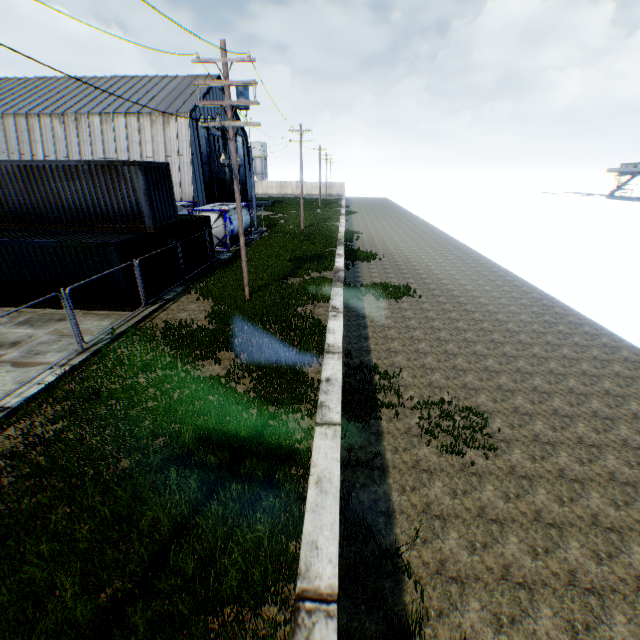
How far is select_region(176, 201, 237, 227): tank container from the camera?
24.3 meters

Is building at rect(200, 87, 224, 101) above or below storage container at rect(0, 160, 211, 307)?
above

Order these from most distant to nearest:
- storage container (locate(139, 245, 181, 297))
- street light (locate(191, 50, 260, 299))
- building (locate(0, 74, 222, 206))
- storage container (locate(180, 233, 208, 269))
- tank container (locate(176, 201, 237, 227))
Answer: building (locate(0, 74, 222, 206)) → tank container (locate(176, 201, 237, 227)) → storage container (locate(180, 233, 208, 269)) → storage container (locate(139, 245, 181, 297)) → street light (locate(191, 50, 260, 299))

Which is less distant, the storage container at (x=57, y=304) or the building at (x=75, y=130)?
the storage container at (x=57, y=304)

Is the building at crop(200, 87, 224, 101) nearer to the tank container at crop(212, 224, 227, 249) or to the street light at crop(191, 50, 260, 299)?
the tank container at crop(212, 224, 227, 249)

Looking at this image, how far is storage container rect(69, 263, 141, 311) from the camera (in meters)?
13.41

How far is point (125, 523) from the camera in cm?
530

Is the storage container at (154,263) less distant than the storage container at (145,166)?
No
